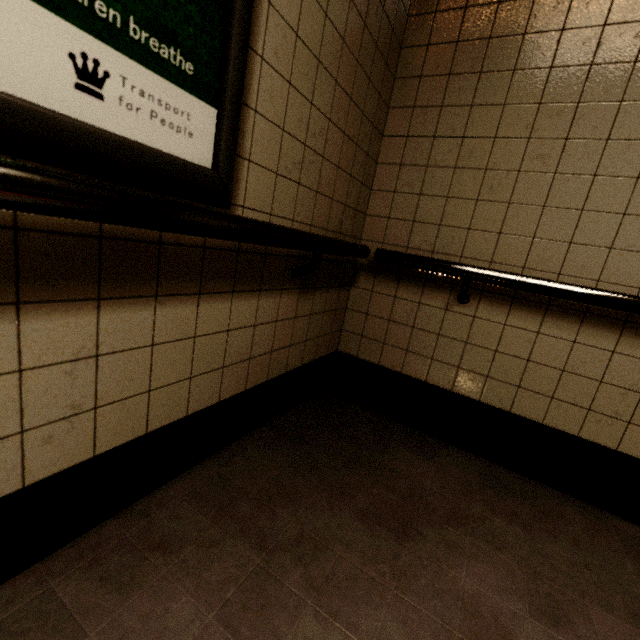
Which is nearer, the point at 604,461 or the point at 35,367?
the point at 35,367
